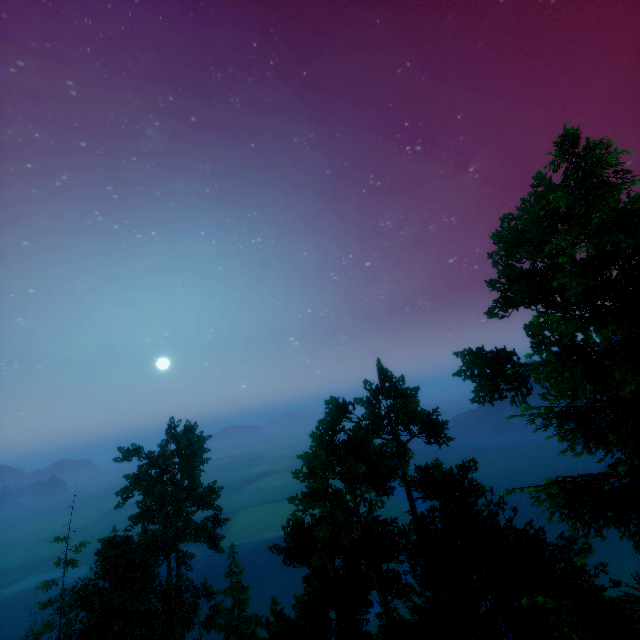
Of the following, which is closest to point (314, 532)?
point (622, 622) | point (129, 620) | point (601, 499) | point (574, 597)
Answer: point (574, 597)
